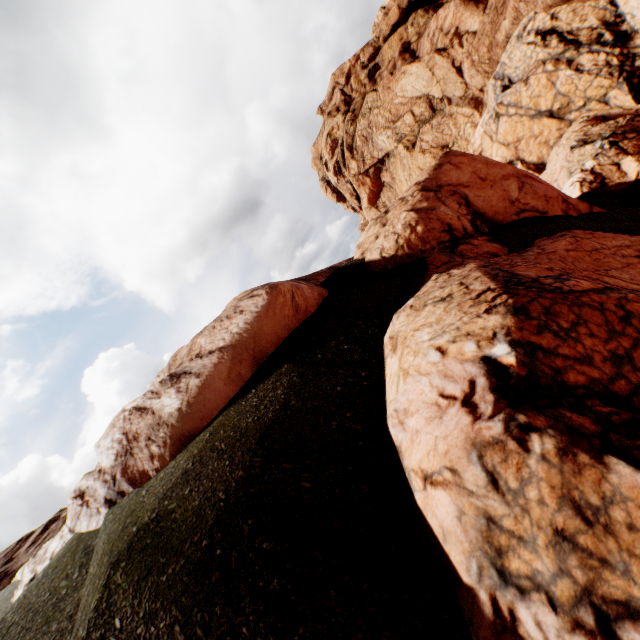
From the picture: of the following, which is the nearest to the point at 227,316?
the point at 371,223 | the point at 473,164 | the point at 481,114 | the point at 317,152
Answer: the point at 371,223
